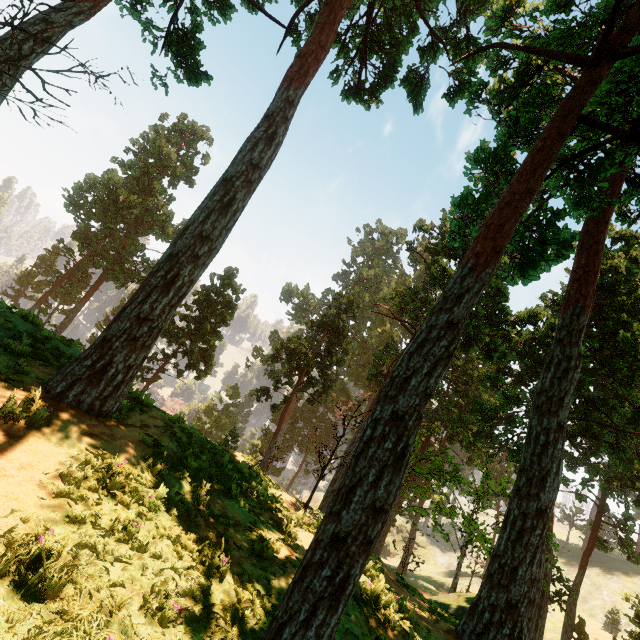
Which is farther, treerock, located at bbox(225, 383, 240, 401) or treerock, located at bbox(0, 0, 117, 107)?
treerock, located at bbox(225, 383, 240, 401)

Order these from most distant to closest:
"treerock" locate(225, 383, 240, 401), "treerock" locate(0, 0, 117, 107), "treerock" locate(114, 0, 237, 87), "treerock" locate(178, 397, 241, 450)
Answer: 1. "treerock" locate(225, 383, 240, 401)
2. "treerock" locate(178, 397, 241, 450)
3. "treerock" locate(114, 0, 237, 87)
4. "treerock" locate(0, 0, 117, 107)

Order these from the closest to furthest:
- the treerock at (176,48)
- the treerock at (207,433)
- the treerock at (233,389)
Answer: the treerock at (176,48) → the treerock at (207,433) → the treerock at (233,389)

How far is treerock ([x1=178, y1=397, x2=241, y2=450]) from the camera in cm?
3053

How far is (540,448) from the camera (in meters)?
9.49

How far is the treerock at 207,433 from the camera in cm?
3053
